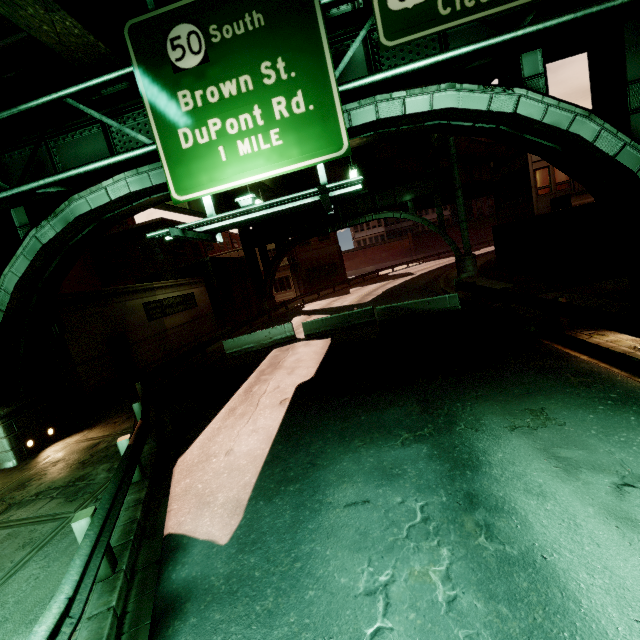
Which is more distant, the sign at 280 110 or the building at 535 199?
the building at 535 199

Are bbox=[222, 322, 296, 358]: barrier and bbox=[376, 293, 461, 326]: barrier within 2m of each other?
no

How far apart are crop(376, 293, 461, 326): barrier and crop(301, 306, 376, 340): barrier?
0.4m

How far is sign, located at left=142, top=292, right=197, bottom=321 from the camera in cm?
1895

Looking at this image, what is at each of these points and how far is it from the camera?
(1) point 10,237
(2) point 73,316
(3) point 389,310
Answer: (1) building, 12.1 meters
(2) building, 14.0 meters
(3) barrier, 16.5 meters

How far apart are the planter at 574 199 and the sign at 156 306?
29.0m

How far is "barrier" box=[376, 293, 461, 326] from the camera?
15.3m

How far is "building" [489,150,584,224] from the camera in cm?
2627
